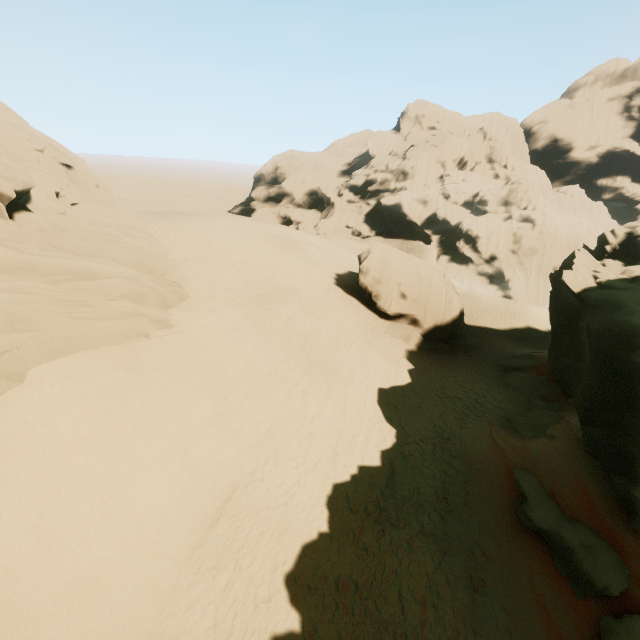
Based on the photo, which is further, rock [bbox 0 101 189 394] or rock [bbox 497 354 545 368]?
rock [bbox 497 354 545 368]

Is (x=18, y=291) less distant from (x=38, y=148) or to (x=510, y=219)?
(x=38, y=148)

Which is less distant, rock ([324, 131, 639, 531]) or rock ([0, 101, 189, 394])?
rock ([0, 101, 189, 394])

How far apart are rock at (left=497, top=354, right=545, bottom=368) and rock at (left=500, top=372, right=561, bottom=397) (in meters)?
0.79

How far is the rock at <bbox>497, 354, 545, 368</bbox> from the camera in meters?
22.2

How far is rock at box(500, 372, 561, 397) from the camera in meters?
19.2 m

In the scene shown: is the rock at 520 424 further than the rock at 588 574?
Result: Yes
